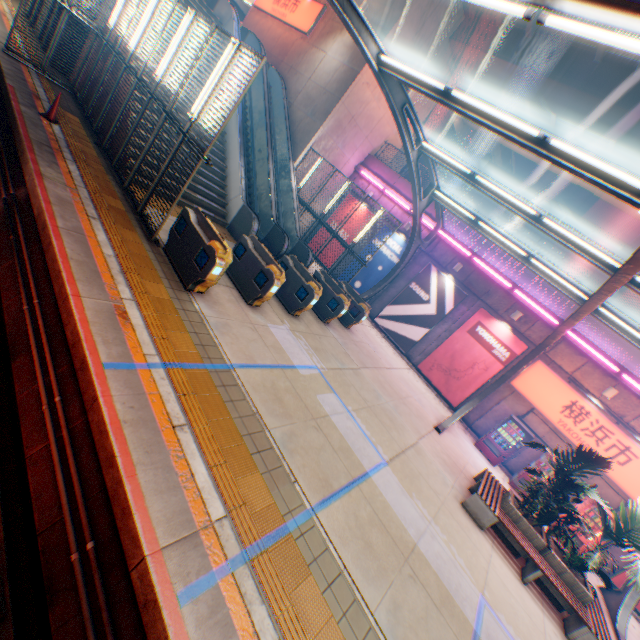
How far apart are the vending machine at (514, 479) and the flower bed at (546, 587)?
4.0m

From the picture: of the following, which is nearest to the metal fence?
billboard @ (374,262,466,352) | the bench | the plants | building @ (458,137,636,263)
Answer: billboard @ (374,262,466,352)

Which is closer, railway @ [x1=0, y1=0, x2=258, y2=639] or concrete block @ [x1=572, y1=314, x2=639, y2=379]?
railway @ [x1=0, y1=0, x2=258, y2=639]

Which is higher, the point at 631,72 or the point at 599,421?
the point at 631,72

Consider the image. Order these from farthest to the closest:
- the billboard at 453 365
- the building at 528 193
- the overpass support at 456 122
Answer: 1. the building at 528 193
2. the overpass support at 456 122
3. the billboard at 453 365

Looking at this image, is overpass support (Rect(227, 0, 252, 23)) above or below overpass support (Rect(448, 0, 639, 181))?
below

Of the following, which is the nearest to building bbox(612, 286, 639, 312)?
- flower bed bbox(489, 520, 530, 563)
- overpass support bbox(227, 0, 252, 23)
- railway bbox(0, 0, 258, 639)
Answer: overpass support bbox(227, 0, 252, 23)

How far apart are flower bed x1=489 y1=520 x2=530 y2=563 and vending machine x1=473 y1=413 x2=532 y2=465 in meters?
4.1
